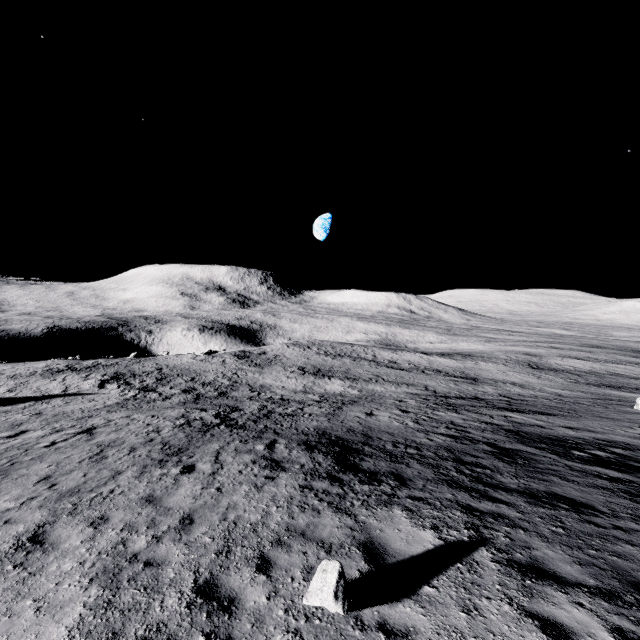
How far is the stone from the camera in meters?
4.2

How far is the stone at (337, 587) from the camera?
4.2 meters

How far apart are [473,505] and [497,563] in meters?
2.4
